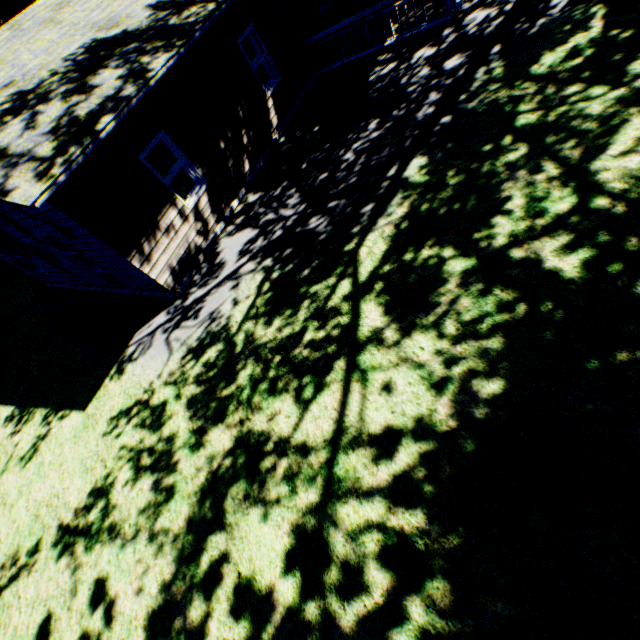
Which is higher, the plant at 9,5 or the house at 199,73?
the plant at 9,5

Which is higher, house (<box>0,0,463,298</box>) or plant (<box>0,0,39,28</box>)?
plant (<box>0,0,39,28</box>)

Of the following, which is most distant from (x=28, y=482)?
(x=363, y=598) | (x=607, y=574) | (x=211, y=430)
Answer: (x=607, y=574)

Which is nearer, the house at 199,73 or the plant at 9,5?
the house at 199,73

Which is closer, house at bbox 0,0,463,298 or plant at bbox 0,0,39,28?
house at bbox 0,0,463,298
